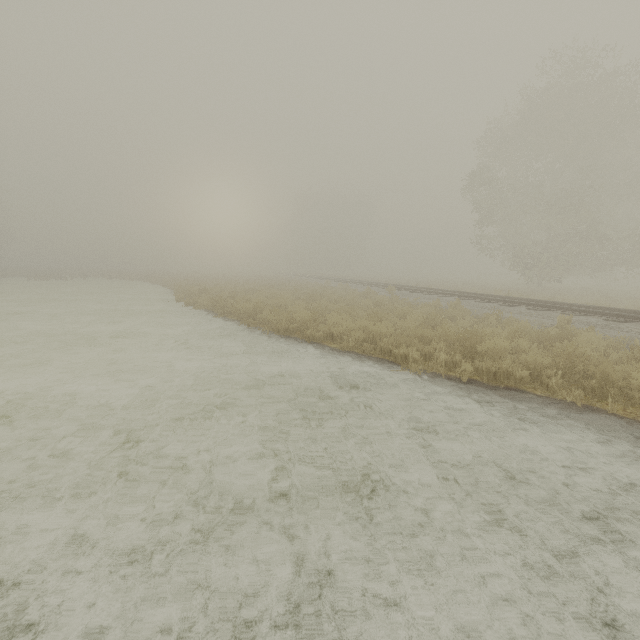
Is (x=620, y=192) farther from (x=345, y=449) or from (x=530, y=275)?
(x=345, y=449)
